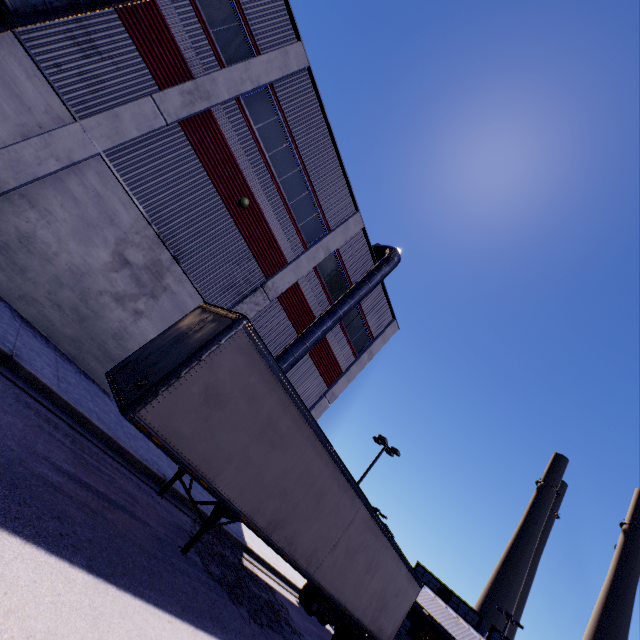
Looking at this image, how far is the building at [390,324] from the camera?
18.4 meters

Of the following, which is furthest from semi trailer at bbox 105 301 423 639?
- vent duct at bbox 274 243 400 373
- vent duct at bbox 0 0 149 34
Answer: vent duct at bbox 0 0 149 34

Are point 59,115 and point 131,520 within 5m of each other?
no

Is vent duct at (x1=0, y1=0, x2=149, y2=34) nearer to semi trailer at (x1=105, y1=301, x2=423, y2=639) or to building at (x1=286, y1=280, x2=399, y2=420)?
building at (x1=286, y1=280, x2=399, y2=420)

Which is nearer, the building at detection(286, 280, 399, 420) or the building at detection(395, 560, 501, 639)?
the building at detection(286, 280, 399, 420)

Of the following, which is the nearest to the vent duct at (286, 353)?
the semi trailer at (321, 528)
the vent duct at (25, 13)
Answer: the semi trailer at (321, 528)
